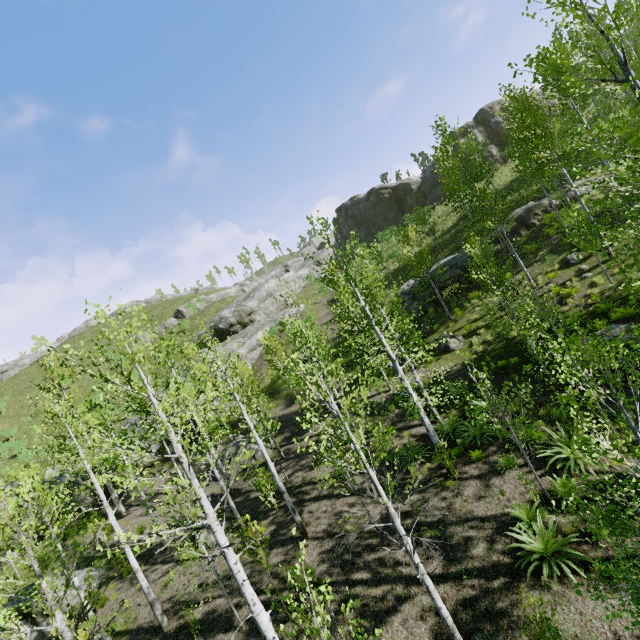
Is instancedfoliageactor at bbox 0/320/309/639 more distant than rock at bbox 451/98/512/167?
No

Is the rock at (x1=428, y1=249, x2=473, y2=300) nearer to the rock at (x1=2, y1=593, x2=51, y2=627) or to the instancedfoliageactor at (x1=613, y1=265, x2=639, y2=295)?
the instancedfoliageactor at (x1=613, y1=265, x2=639, y2=295)

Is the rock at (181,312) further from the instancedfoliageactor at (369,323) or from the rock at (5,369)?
the instancedfoliageactor at (369,323)

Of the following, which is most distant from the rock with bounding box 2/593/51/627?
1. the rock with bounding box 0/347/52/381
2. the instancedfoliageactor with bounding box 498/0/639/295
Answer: the rock with bounding box 0/347/52/381

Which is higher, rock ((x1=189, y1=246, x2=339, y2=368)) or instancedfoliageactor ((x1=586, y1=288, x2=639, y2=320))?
rock ((x1=189, y1=246, x2=339, y2=368))

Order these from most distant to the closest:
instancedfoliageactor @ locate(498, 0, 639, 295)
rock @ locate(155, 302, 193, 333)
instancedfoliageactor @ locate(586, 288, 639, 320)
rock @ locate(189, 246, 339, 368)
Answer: rock @ locate(155, 302, 193, 333) < rock @ locate(189, 246, 339, 368) < instancedfoliageactor @ locate(586, 288, 639, 320) < instancedfoliageactor @ locate(498, 0, 639, 295)

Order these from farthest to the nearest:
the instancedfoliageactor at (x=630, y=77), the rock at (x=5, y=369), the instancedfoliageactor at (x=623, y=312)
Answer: the rock at (x=5, y=369) < the instancedfoliageactor at (x=623, y=312) < the instancedfoliageactor at (x=630, y=77)

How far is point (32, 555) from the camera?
7.2m
